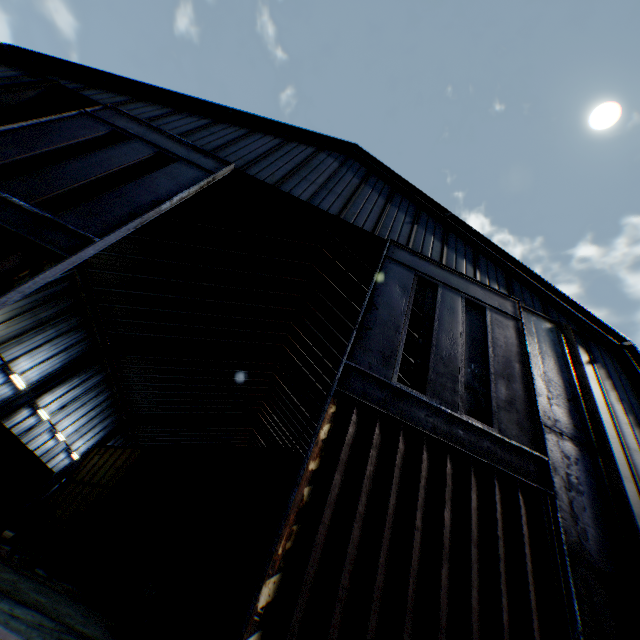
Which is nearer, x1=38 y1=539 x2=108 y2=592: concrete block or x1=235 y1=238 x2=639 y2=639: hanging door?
x1=235 y1=238 x2=639 y2=639: hanging door

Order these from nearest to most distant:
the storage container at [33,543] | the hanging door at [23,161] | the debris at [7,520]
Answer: the hanging door at [23,161]
the debris at [7,520]
the storage container at [33,543]

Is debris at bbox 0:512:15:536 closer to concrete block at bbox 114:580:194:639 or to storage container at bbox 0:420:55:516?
storage container at bbox 0:420:55:516

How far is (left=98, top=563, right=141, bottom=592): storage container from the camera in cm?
1667

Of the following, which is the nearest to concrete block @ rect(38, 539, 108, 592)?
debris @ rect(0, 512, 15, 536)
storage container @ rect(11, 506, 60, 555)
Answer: debris @ rect(0, 512, 15, 536)

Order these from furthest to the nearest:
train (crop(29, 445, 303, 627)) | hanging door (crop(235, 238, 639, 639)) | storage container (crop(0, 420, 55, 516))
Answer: storage container (crop(0, 420, 55, 516)), train (crop(29, 445, 303, 627)), hanging door (crop(235, 238, 639, 639))

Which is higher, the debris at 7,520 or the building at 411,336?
the building at 411,336

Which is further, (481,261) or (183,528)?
(481,261)
